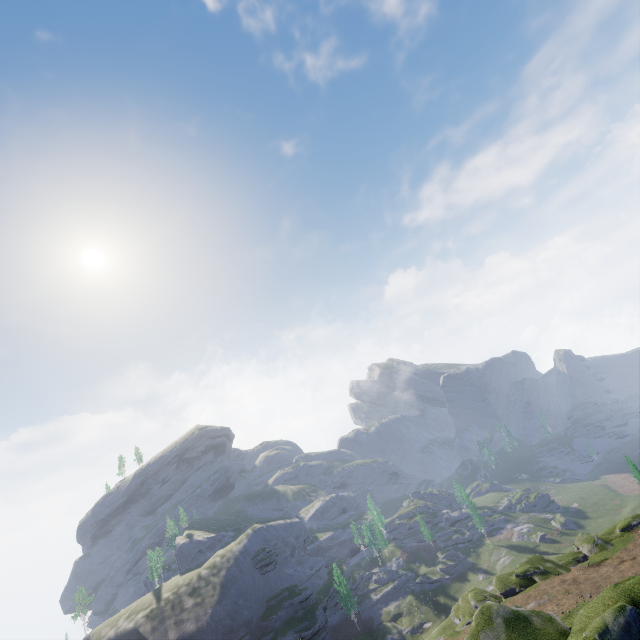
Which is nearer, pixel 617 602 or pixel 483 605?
pixel 617 602
